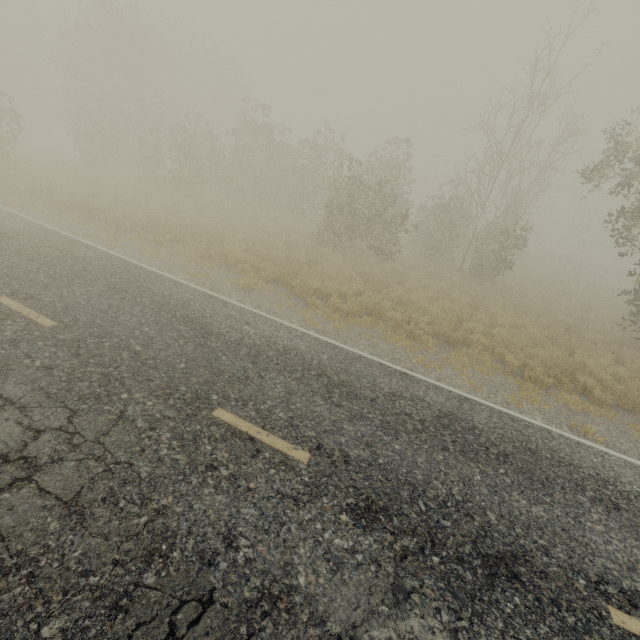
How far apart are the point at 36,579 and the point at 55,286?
6.1m
